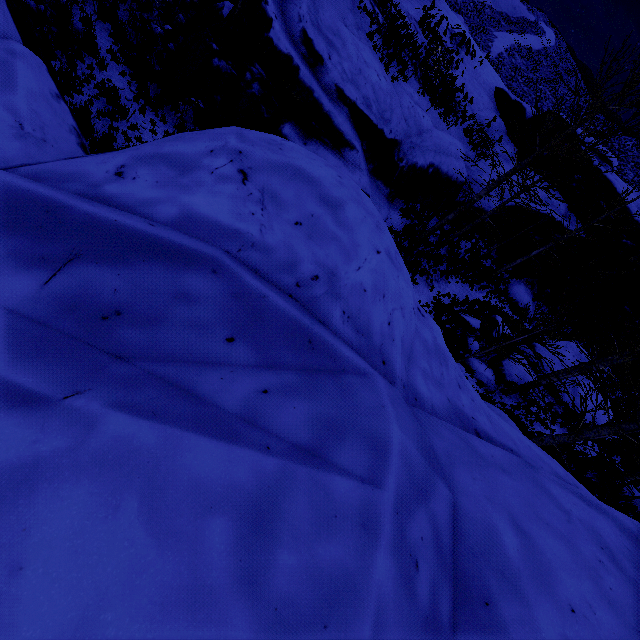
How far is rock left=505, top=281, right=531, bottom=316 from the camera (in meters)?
22.06

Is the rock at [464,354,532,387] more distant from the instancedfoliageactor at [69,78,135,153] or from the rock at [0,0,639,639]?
the instancedfoliageactor at [69,78,135,153]

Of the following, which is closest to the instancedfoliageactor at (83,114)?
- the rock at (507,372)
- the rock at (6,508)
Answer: the rock at (6,508)

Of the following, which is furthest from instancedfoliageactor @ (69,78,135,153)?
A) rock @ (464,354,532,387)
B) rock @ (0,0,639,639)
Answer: rock @ (464,354,532,387)

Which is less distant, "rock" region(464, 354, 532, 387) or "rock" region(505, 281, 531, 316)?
"rock" region(464, 354, 532, 387)

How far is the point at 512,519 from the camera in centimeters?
202cm

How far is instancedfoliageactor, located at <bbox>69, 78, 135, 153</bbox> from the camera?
7.13m
